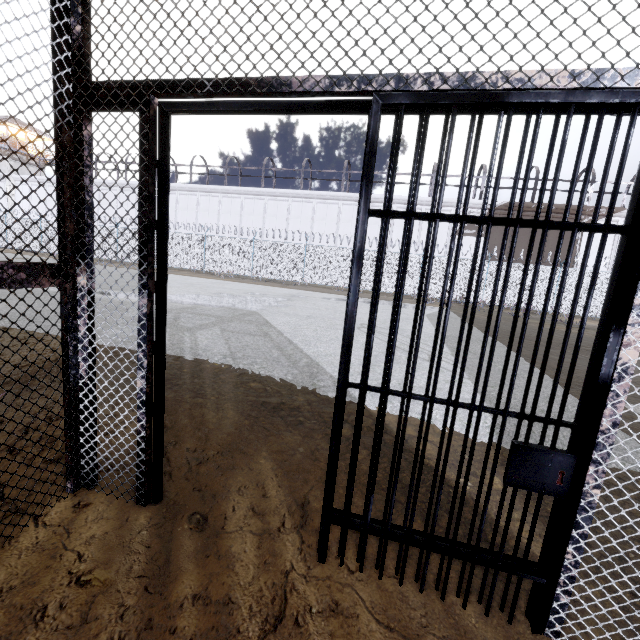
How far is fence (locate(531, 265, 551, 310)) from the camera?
19.50m

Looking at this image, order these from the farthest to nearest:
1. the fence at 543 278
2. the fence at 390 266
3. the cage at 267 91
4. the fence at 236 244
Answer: the fence at 236 244, the fence at 390 266, the fence at 543 278, the cage at 267 91

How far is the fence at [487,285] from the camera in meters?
20.1

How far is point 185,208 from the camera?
33.75m

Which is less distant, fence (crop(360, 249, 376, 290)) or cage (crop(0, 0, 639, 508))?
cage (crop(0, 0, 639, 508))

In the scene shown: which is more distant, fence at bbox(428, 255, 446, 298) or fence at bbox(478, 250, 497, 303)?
fence at bbox(428, 255, 446, 298)

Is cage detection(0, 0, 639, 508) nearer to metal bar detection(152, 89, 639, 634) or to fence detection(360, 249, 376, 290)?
metal bar detection(152, 89, 639, 634)
